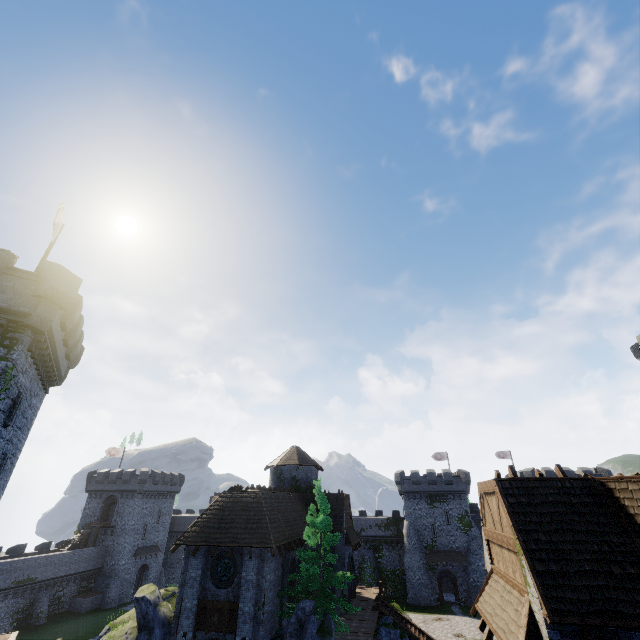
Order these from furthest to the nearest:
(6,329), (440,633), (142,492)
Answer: (142,492)
(440,633)
(6,329)

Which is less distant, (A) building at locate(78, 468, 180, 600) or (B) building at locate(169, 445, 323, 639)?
(B) building at locate(169, 445, 323, 639)

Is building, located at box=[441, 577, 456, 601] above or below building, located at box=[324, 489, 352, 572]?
below

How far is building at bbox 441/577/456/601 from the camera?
48.4m

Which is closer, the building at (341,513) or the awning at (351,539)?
the building at (341,513)

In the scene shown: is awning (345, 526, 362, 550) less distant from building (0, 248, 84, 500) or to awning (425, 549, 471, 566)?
awning (425, 549, 471, 566)

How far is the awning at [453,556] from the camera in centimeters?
4634cm

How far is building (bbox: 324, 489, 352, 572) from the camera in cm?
2914
